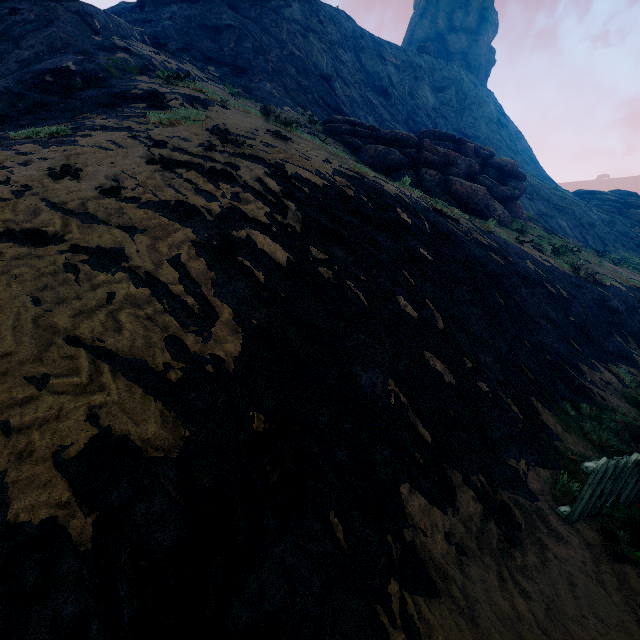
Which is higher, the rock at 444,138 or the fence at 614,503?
the rock at 444,138

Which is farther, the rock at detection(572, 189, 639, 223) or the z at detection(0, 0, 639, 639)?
the rock at detection(572, 189, 639, 223)

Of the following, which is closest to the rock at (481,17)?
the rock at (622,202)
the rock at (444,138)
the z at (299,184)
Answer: the z at (299,184)

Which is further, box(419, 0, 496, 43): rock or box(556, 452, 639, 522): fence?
box(419, 0, 496, 43): rock

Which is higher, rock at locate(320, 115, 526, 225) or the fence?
rock at locate(320, 115, 526, 225)

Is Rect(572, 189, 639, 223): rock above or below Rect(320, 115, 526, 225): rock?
above

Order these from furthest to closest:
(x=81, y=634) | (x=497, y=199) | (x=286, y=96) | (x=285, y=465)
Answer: (x=286, y=96) < (x=497, y=199) < (x=285, y=465) < (x=81, y=634)

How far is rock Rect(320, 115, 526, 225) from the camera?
15.7 meters
